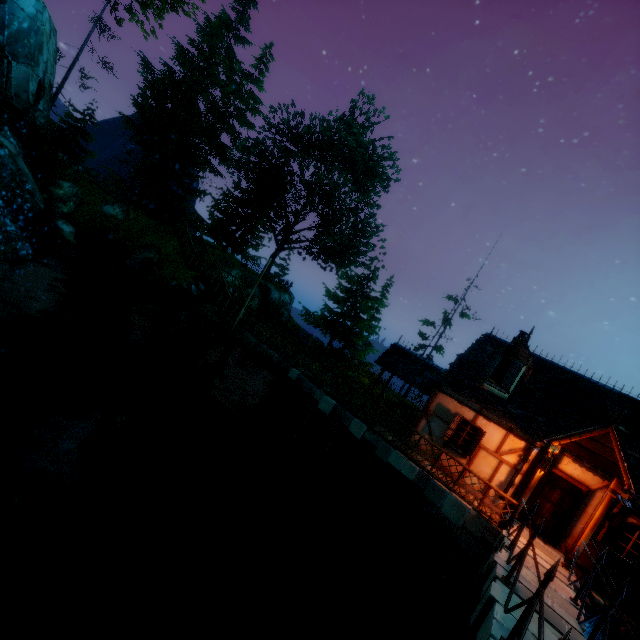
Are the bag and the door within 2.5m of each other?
yes

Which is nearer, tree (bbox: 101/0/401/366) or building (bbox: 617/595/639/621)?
building (bbox: 617/595/639/621)

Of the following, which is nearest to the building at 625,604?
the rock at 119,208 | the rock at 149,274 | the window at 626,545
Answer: the window at 626,545

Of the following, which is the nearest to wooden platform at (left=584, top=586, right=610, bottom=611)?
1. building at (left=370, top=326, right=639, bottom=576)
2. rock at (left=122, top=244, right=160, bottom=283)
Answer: building at (left=370, top=326, right=639, bottom=576)

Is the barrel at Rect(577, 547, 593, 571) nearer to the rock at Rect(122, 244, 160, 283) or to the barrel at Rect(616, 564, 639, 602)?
the barrel at Rect(616, 564, 639, 602)

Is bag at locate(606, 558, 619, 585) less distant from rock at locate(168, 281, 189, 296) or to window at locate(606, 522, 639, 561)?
window at locate(606, 522, 639, 561)

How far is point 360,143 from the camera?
29.91m

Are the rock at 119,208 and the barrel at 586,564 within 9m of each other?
no
